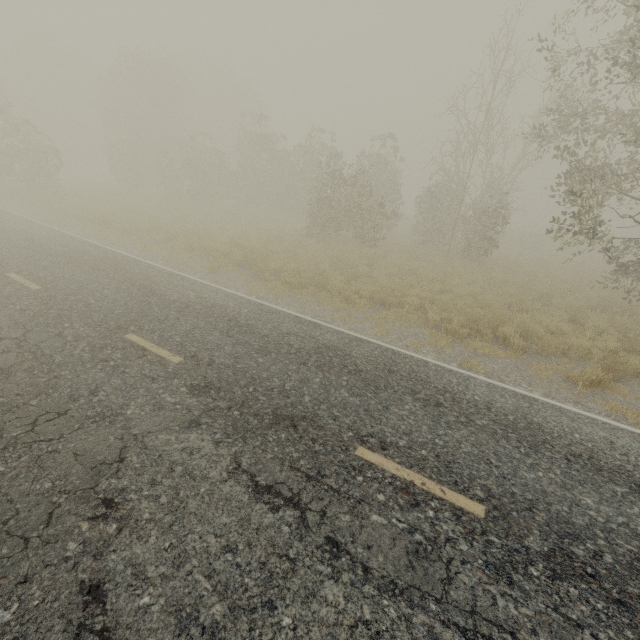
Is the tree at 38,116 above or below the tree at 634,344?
above

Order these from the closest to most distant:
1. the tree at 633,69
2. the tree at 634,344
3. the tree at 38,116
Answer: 1. the tree at 633,69
2. the tree at 634,344
3. the tree at 38,116

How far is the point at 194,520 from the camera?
3.3m

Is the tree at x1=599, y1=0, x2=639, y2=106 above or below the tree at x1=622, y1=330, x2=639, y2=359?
above

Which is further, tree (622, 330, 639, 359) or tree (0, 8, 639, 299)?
tree (0, 8, 639, 299)

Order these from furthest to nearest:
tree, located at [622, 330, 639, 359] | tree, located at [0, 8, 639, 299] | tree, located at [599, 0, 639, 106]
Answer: tree, located at [0, 8, 639, 299]
tree, located at [622, 330, 639, 359]
tree, located at [599, 0, 639, 106]
